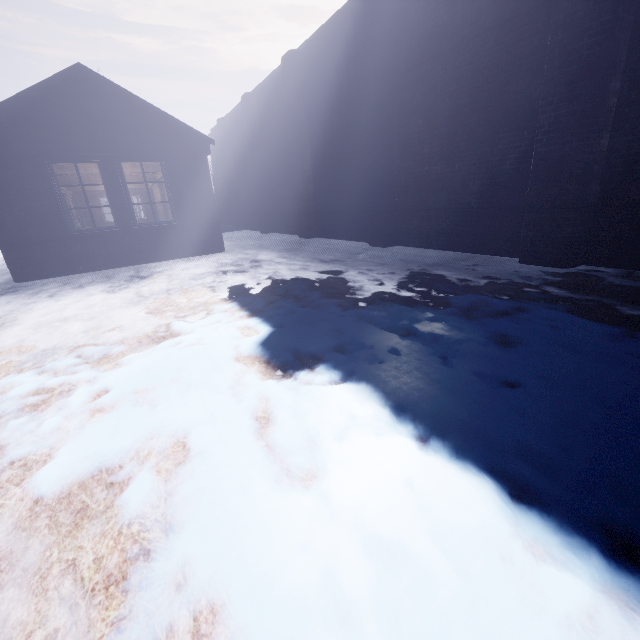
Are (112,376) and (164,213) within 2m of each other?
no
